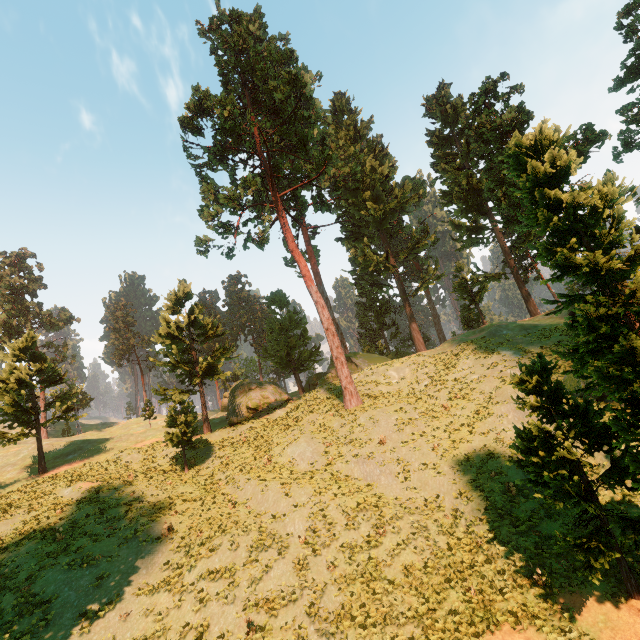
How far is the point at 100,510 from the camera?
21.1 meters

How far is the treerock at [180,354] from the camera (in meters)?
26.70

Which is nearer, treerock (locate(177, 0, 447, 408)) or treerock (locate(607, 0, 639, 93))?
treerock (locate(607, 0, 639, 93))

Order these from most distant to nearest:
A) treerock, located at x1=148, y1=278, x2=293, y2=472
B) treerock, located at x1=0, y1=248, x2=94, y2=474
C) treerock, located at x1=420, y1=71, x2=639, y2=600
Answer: treerock, located at x1=0, y1=248, x2=94, y2=474, treerock, located at x1=148, y1=278, x2=293, y2=472, treerock, located at x1=420, y1=71, x2=639, y2=600

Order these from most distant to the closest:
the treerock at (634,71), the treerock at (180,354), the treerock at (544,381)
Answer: the treerock at (180,354), the treerock at (634,71), the treerock at (544,381)

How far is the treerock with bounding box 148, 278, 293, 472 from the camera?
26.7m
